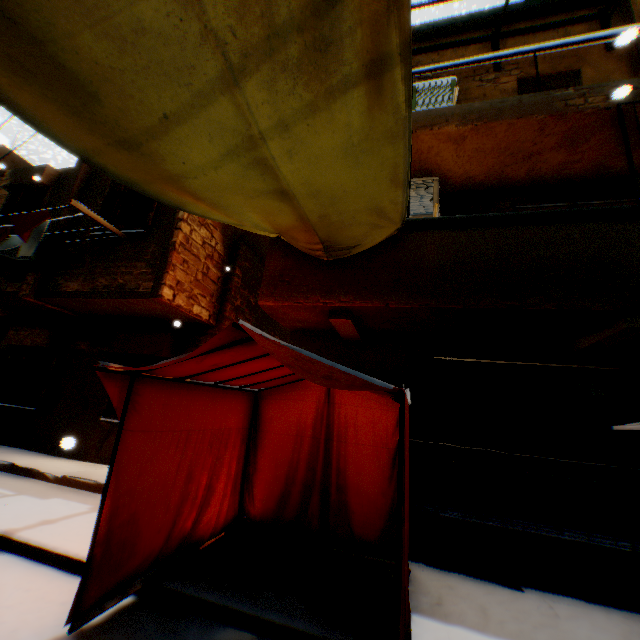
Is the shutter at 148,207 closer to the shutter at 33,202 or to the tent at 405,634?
the tent at 405,634

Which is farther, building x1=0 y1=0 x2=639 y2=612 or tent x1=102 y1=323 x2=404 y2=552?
building x1=0 y1=0 x2=639 y2=612

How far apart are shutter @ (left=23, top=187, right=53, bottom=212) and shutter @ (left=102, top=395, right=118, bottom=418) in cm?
379

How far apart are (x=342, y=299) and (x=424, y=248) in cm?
137

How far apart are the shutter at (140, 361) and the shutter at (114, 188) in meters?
2.3

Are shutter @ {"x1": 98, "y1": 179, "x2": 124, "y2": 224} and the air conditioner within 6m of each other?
yes

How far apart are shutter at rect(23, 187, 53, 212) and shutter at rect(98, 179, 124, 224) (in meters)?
2.02
